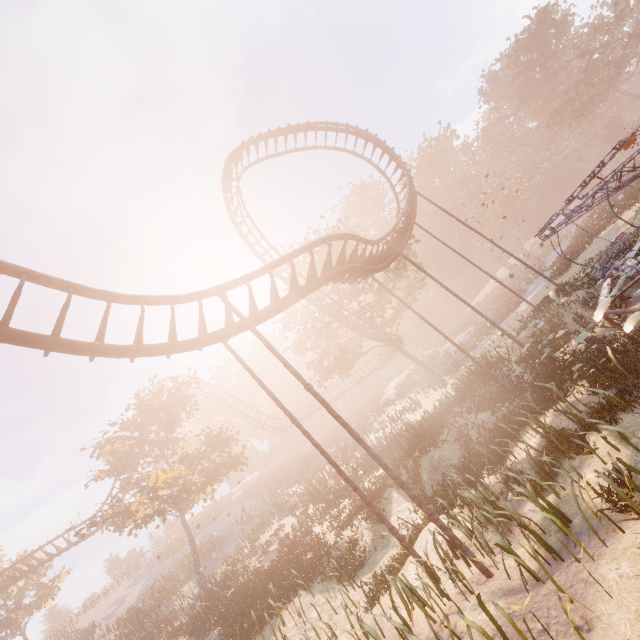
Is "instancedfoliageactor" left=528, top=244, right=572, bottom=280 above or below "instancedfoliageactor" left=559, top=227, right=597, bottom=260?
above

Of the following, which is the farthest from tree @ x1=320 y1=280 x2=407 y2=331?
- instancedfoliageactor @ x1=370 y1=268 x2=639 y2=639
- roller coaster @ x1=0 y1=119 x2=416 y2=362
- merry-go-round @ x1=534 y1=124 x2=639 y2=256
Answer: instancedfoliageactor @ x1=370 y1=268 x2=639 y2=639

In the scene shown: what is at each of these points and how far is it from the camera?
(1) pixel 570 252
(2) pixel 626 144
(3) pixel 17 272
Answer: (1) instancedfoliageactor, 28.3 meters
(2) merry-go-round, 13.1 meters
(3) roller coaster, 6.8 meters

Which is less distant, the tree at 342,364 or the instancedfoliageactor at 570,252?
the instancedfoliageactor at 570,252

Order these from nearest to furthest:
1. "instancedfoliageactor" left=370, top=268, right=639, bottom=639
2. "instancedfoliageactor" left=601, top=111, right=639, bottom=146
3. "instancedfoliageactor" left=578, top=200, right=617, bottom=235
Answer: "instancedfoliageactor" left=370, top=268, right=639, bottom=639
"instancedfoliageactor" left=578, top=200, right=617, bottom=235
"instancedfoliageactor" left=601, top=111, right=639, bottom=146

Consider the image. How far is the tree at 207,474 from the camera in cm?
2206

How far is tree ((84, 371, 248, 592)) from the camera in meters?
22.1

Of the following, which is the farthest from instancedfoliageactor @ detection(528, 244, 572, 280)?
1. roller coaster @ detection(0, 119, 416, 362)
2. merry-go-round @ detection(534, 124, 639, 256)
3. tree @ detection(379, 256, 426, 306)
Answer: roller coaster @ detection(0, 119, 416, 362)
